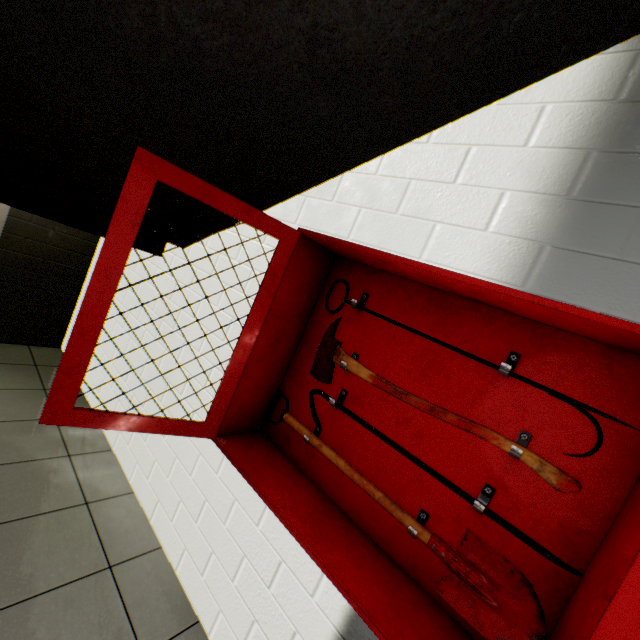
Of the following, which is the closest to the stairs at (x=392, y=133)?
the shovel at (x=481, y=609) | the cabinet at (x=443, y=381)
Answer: the cabinet at (x=443, y=381)

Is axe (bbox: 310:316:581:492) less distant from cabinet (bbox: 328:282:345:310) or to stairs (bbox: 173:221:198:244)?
cabinet (bbox: 328:282:345:310)

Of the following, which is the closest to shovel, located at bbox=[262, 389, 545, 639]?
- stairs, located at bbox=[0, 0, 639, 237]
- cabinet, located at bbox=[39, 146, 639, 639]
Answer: cabinet, located at bbox=[39, 146, 639, 639]

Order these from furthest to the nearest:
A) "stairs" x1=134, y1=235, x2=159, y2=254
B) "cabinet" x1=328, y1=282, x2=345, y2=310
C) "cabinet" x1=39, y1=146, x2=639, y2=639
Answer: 1. "stairs" x1=134, y1=235, x2=159, y2=254
2. "cabinet" x1=328, y1=282, x2=345, y2=310
3. "cabinet" x1=39, y1=146, x2=639, y2=639

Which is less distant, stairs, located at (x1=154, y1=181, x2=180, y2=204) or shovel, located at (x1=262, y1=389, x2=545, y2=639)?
shovel, located at (x1=262, y1=389, x2=545, y2=639)

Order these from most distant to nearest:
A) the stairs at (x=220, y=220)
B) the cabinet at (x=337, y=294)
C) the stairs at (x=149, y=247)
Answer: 1. the stairs at (x=149, y=247)
2. the stairs at (x=220, y=220)
3. the cabinet at (x=337, y=294)

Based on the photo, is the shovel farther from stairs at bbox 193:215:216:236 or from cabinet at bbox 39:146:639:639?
stairs at bbox 193:215:216:236

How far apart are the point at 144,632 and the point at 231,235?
2.23m
